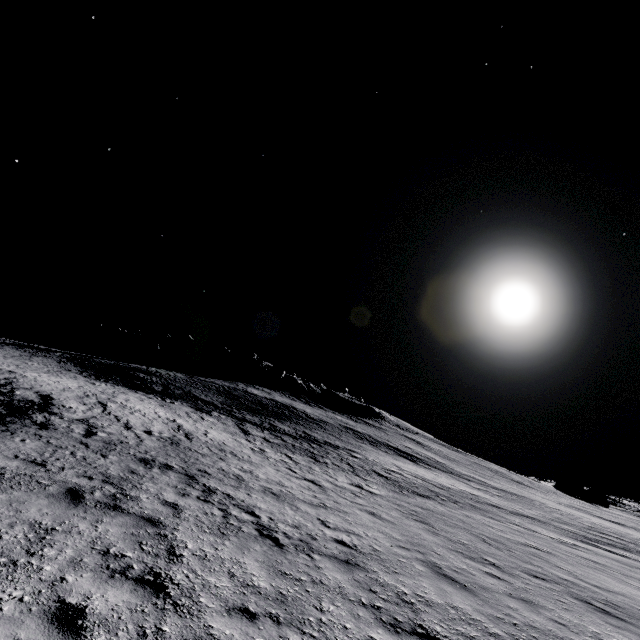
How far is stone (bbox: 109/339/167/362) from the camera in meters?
57.4

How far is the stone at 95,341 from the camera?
57.8m

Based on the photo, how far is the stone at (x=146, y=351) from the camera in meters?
57.4

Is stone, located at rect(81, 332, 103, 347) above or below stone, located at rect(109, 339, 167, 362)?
below

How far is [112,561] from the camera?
4.66m

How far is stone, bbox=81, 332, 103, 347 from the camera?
57.8 meters
